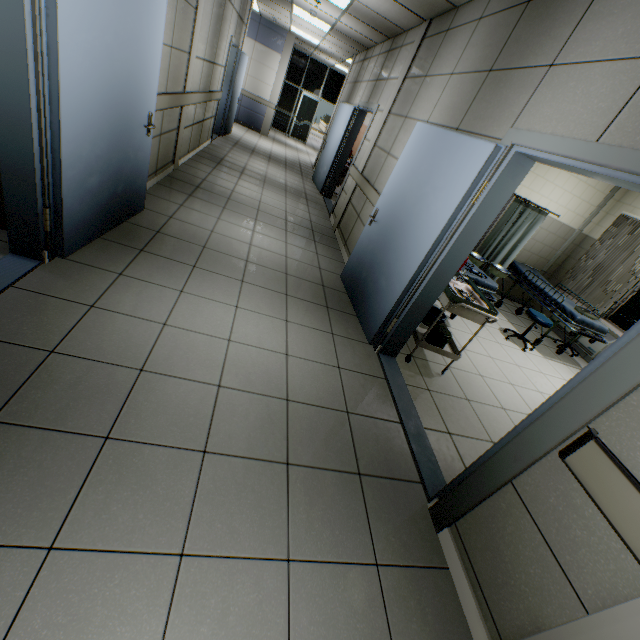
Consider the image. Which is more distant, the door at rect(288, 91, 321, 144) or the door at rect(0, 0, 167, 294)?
the door at rect(288, 91, 321, 144)

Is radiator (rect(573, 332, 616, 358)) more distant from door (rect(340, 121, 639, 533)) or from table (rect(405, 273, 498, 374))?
door (rect(340, 121, 639, 533))

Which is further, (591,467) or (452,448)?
(452,448)

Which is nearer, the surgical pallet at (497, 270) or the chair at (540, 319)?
the chair at (540, 319)

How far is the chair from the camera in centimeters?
492cm

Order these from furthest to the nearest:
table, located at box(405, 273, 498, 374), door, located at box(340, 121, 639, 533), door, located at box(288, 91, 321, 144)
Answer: door, located at box(288, 91, 321, 144) → table, located at box(405, 273, 498, 374) → door, located at box(340, 121, 639, 533)

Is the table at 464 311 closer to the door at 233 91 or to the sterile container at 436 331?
the sterile container at 436 331

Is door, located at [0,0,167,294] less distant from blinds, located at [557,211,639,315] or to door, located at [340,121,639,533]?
door, located at [340,121,639,533]
